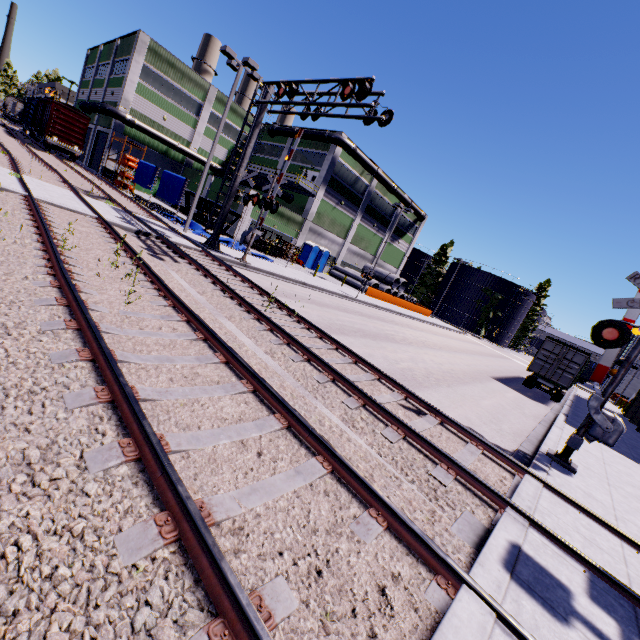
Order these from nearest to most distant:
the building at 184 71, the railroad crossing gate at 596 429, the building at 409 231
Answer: the railroad crossing gate at 596 429 < the building at 184 71 < the building at 409 231

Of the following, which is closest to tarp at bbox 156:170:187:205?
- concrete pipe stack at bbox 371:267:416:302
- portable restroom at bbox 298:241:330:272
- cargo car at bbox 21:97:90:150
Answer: portable restroom at bbox 298:241:330:272

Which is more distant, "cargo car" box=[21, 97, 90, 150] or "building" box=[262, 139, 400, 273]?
"building" box=[262, 139, 400, 273]

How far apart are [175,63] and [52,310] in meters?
43.5 m

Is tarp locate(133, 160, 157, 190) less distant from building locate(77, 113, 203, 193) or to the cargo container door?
building locate(77, 113, 203, 193)

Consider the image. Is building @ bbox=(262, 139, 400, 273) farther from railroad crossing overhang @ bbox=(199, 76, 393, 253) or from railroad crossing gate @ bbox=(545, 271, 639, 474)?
railroad crossing overhang @ bbox=(199, 76, 393, 253)

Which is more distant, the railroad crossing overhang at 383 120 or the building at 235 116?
the building at 235 116

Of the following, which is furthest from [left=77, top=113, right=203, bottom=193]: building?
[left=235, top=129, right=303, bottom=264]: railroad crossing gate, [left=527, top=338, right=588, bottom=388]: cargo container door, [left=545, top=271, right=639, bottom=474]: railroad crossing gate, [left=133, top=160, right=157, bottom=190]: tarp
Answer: [left=235, top=129, right=303, bottom=264]: railroad crossing gate
